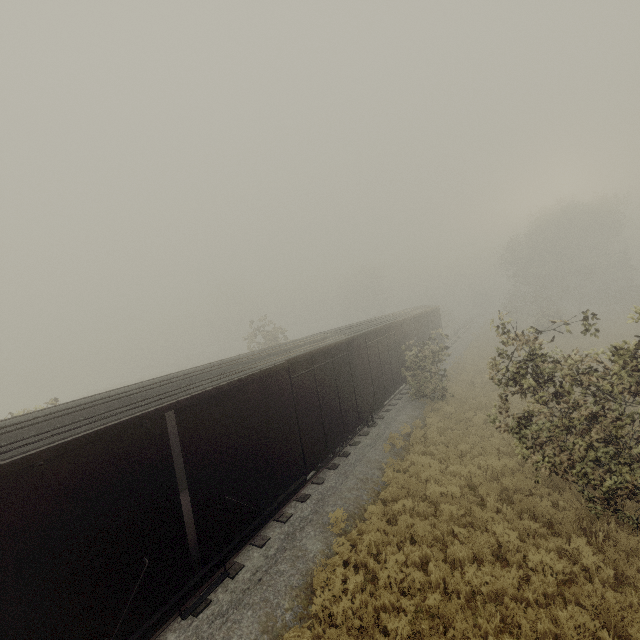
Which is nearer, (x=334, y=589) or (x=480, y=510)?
(x=334, y=589)

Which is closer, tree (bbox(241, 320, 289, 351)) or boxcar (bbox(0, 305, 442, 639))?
boxcar (bbox(0, 305, 442, 639))

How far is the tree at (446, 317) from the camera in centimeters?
4872cm

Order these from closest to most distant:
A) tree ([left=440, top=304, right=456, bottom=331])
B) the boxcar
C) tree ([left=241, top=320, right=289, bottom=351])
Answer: the boxcar, tree ([left=241, top=320, right=289, bottom=351]), tree ([left=440, top=304, right=456, bottom=331])

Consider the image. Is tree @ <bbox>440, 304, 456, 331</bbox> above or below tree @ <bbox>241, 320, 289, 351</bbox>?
below

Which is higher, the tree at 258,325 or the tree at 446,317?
the tree at 258,325

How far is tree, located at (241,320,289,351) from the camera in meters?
27.9 m
